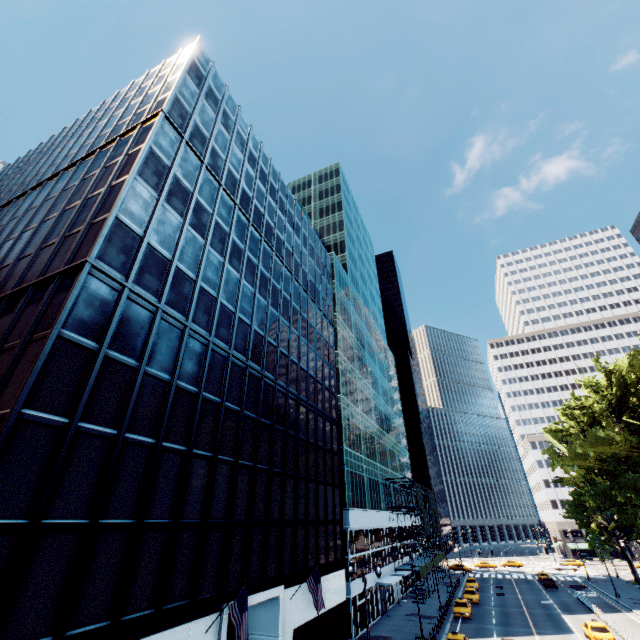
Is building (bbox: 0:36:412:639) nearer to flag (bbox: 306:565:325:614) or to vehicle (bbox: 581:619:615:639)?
flag (bbox: 306:565:325:614)

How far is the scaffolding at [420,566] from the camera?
45.6 meters

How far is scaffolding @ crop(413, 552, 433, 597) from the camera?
45.6m

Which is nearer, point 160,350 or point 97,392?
point 97,392

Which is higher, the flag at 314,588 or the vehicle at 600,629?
the flag at 314,588

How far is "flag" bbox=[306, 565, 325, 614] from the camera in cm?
2045

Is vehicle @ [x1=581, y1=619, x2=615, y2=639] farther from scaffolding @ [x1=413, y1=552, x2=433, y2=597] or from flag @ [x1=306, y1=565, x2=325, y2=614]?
flag @ [x1=306, y1=565, x2=325, y2=614]

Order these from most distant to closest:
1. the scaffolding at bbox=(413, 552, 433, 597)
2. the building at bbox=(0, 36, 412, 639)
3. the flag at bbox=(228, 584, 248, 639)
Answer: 1. the scaffolding at bbox=(413, 552, 433, 597)
2. the flag at bbox=(228, 584, 248, 639)
3. the building at bbox=(0, 36, 412, 639)
